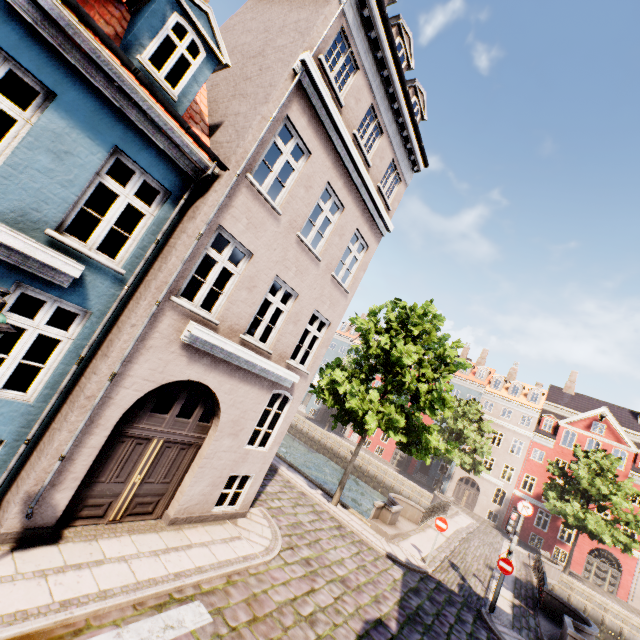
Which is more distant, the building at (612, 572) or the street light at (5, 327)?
the building at (612, 572)

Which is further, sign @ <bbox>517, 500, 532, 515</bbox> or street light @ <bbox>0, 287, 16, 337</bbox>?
sign @ <bbox>517, 500, 532, 515</bbox>

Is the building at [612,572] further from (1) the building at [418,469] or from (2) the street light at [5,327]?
(1) the building at [418,469]

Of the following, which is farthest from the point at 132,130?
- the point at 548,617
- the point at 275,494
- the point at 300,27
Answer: the point at 548,617

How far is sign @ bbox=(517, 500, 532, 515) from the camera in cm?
1245

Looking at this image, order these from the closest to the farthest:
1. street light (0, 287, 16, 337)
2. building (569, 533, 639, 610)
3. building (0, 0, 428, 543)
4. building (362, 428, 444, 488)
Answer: street light (0, 287, 16, 337)
building (0, 0, 428, 543)
building (569, 533, 639, 610)
building (362, 428, 444, 488)

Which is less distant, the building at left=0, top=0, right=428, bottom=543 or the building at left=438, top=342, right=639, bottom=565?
the building at left=0, top=0, right=428, bottom=543

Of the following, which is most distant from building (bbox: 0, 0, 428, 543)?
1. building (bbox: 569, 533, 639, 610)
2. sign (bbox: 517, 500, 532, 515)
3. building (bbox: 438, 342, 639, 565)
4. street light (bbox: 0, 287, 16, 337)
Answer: building (bbox: 438, 342, 639, 565)
